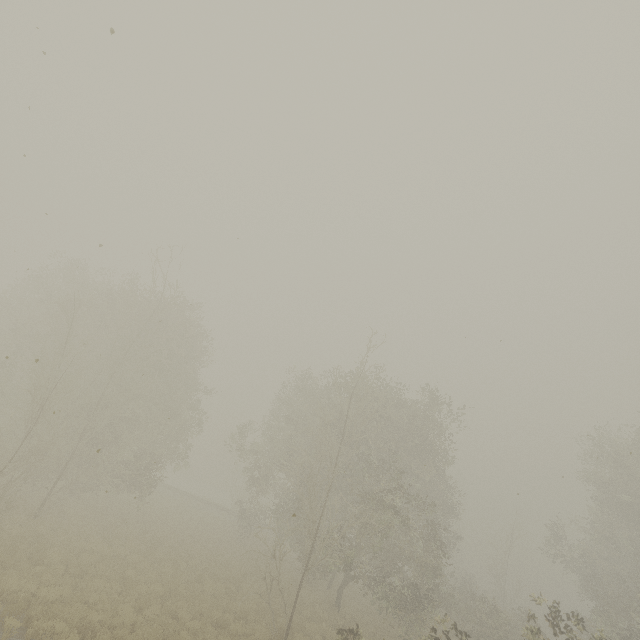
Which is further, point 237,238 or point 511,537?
point 511,537
